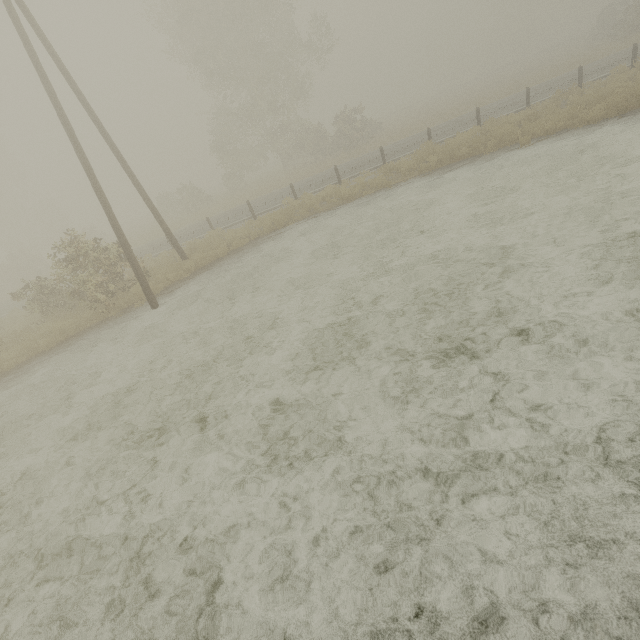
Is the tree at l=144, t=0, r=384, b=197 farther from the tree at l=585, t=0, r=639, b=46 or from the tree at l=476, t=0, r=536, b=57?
the tree at l=476, t=0, r=536, b=57

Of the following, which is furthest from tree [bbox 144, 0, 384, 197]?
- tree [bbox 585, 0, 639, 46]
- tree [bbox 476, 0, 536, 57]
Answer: tree [bbox 476, 0, 536, 57]

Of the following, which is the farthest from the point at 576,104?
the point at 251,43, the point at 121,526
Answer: the point at 251,43

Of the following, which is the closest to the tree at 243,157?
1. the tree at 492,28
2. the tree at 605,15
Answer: the tree at 605,15

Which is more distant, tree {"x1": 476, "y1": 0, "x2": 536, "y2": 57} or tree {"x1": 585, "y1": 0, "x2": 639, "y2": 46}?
tree {"x1": 476, "y1": 0, "x2": 536, "y2": 57}

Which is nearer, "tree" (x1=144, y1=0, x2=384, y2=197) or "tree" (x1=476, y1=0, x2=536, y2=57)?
"tree" (x1=144, y1=0, x2=384, y2=197)
